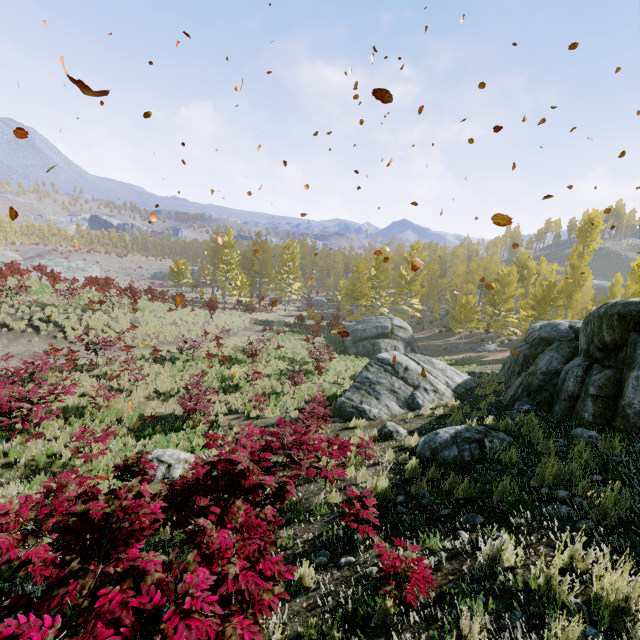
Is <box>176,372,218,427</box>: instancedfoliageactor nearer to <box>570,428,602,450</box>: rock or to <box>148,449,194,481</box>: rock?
<box>570,428,602,450</box>: rock

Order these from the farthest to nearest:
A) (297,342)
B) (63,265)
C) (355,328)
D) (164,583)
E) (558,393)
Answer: (63,265) → (355,328) → (297,342) → (558,393) → (164,583)

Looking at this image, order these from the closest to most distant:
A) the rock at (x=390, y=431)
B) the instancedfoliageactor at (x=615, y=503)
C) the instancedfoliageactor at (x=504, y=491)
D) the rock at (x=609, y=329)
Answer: the instancedfoliageactor at (x=615, y=503) → the instancedfoliageactor at (x=504, y=491) → the rock at (x=609, y=329) → the rock at (x=390, y=431)

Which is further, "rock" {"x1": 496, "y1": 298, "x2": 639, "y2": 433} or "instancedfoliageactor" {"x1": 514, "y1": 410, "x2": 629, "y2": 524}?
"rock" {"x1": 496, "y1": 298, "x2": 639, "y2": 433}

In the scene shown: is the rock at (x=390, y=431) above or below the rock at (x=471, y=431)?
below

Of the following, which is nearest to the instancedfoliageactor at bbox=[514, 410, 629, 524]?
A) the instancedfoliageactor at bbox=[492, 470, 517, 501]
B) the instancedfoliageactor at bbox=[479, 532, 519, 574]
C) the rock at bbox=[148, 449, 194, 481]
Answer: the instancedfoliageactor at bbox=[492, 470, 517, 501]

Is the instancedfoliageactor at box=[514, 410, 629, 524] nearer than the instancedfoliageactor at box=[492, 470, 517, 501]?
Yes

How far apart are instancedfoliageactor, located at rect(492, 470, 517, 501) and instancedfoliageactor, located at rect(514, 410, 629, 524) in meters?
0.4
